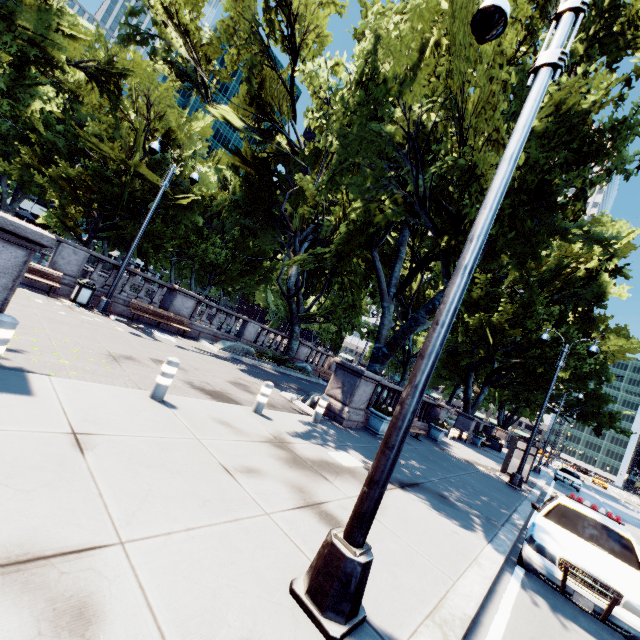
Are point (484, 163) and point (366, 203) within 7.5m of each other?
yes

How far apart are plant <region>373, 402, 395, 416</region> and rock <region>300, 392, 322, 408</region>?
1.4m

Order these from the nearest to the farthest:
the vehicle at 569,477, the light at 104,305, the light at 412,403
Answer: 1. the light at 412,403
2. the light at 104,305
3. the vehicle at 569,477

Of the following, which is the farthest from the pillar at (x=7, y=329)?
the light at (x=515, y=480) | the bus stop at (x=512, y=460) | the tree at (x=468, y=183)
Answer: the bus stop at (x=512, y=460)

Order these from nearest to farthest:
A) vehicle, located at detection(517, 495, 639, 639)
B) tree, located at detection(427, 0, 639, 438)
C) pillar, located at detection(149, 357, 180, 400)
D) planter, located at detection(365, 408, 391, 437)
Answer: vehicle, located at detection(517, 495, 639, 639) < pillar, located at detection(149, 357, 180, 400) < tree, located at detection(427, 0, 639, 438) < planter, located at detection(365, 408, 391, 437)

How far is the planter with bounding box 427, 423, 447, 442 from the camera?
17.7 meters

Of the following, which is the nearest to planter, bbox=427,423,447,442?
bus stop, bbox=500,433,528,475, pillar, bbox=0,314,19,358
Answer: bus stop, bbox=500,433,528,475

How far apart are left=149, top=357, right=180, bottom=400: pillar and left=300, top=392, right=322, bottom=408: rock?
6.71m
